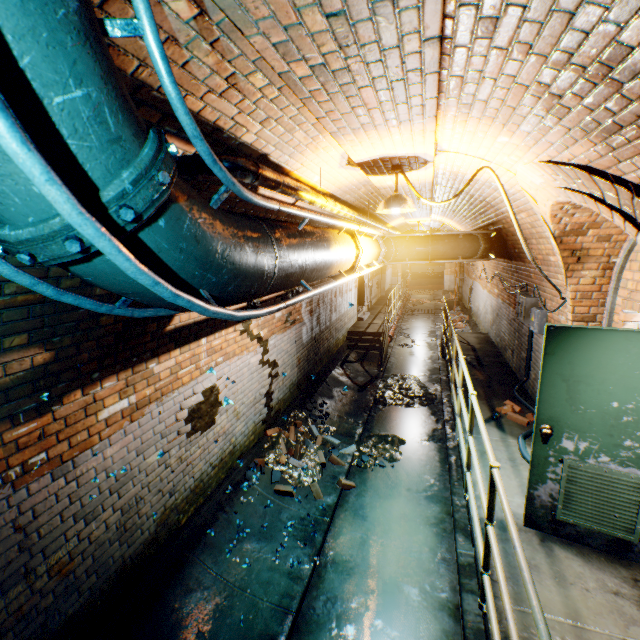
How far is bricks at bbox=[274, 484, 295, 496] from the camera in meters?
4.7 m

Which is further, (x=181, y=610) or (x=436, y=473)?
(x=436, y=473)

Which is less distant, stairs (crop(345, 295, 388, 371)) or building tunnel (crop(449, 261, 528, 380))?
building tunnel (crop(449, 261, 528, 380))

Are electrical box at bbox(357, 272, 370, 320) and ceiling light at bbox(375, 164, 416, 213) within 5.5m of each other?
no

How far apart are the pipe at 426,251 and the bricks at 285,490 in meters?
3.8

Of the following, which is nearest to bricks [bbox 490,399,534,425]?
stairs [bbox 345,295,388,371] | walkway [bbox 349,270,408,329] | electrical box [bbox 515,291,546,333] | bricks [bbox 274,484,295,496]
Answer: electrical box [bbox 515,291,546,333]

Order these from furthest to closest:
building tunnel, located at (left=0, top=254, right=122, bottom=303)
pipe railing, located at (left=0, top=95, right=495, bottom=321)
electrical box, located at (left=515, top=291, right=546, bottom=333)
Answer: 1. electrical box, located at (left=515, top=291, right=546, bottom=333)
2. building tunnel, located at (left=0, top=254, right=122, bottom=303)
3. pipe railing, located at (left=0, top=95, right=495, bottom=321)

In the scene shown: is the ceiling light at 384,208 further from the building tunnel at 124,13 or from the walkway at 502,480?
the walkway at 502,480
